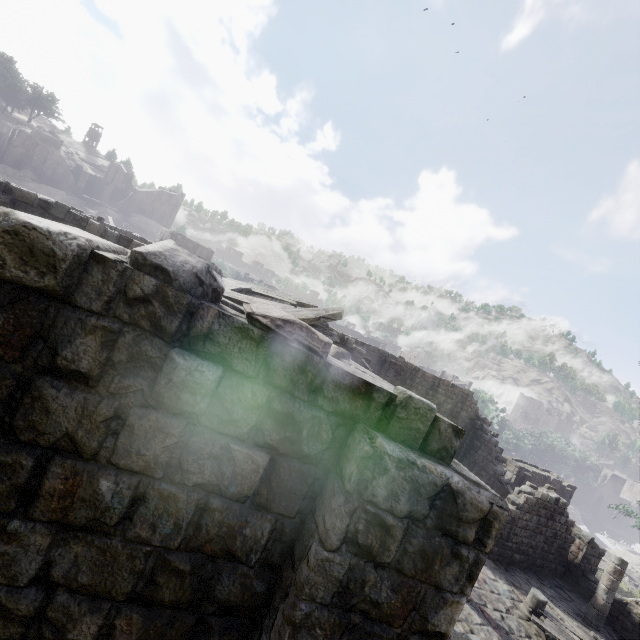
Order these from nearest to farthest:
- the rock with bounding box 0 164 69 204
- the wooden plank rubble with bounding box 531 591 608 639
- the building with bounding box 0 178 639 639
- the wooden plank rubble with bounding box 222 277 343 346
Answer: the building with bounding box 0 178 639 639 → the wooden plank rubble with bounding box 222 277 343 346 → the wooden plank rubble with bounding box 531 591 608 639 → the rock with bounding box 0 164 69 204

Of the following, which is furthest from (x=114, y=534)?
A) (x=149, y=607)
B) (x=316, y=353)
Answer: (x=316, y=353)

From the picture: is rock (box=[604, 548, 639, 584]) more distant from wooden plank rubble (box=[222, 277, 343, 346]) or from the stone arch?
wooden plank rubble (box=[222, 277, 343, 346])

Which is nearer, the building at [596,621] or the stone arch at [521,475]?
the building at [596,621]

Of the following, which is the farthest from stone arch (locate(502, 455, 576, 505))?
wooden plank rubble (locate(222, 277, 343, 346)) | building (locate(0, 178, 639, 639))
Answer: wooden plank rubble (locate(222, 277, 343, 346))

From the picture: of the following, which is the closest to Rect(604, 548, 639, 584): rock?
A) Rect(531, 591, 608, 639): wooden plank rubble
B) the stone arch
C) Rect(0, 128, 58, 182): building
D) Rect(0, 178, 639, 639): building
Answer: Rect(0, 178, 639, 639): building

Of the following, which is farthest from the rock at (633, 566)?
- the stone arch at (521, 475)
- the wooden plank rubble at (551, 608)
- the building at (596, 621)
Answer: the wooden plank rubble at (551, 608)
